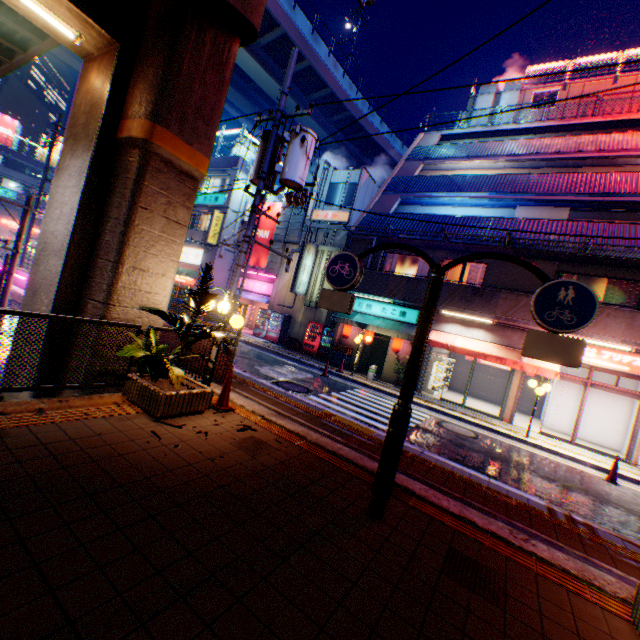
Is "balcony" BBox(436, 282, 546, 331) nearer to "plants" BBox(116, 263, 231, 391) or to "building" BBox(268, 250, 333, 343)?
"building" BBox(268, 250, 333, 343)

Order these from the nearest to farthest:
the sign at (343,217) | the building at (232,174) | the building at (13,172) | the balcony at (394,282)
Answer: the balcony at (394,282) → the sign at (343,217) → the building at (232,174) → the building at (13,172)

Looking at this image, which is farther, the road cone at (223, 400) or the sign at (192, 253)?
the sign at (192, 253)

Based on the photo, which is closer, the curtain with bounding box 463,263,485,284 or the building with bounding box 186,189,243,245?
the curtain with bounding box 463,263,485,284

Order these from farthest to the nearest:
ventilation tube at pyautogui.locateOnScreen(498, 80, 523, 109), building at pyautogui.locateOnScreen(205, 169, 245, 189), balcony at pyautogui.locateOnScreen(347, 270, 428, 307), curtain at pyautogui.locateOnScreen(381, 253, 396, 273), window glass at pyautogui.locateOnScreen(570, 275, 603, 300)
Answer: building at pyautogui.locateOnScreen(205, 169, 245, 189) → ventilation tube at pyautogui.locateOnScreen(498, 80, 523, 109) → curtain at pyautogui.locateOnScreen(381, 253, 396, 273) → balcony at pyautogui.locateOnScreen(347, 270, 428, 307) → window glass at pyautogui.locateOnScreen(570, 275, 603, 300)

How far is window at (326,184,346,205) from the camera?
21.5 meters

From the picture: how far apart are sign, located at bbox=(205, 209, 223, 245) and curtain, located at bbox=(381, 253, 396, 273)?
13.24m

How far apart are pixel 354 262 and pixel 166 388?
3.7 meters
